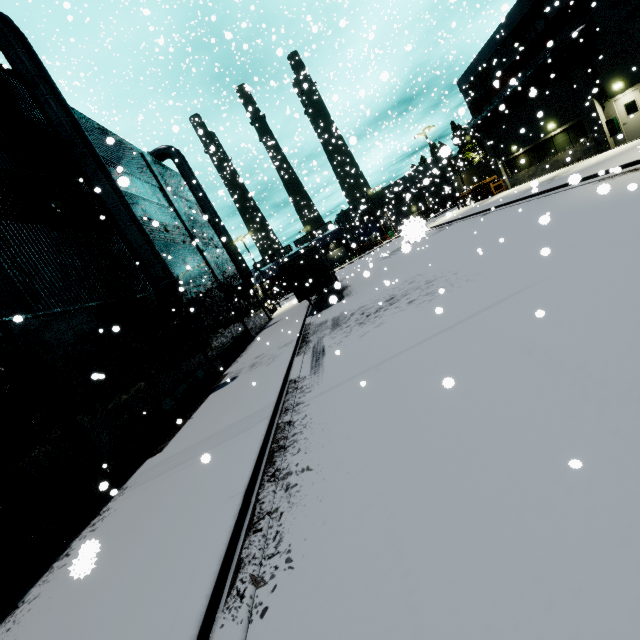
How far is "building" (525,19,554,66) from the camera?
19.9 meters

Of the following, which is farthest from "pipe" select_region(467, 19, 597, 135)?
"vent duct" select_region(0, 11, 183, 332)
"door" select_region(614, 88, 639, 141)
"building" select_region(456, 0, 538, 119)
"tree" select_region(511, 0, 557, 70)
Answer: "door" select_region(614, 88, 639, 141)

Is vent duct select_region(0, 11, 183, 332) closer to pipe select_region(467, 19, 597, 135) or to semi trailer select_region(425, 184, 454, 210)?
semi trailer select_region(425, 184, 454, 210)

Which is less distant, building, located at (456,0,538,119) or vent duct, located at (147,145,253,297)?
building, located at (456,0,538,119)

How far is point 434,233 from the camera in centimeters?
3028cm

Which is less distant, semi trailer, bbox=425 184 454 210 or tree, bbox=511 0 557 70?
tree, bbox=511 0 557 70

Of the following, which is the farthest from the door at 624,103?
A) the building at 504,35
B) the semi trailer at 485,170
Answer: the semi trailer at 485,170

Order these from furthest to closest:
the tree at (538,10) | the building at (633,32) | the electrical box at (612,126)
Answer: the tree at (538,10) < the electrical box at (612,126) < the building at (633,32)
